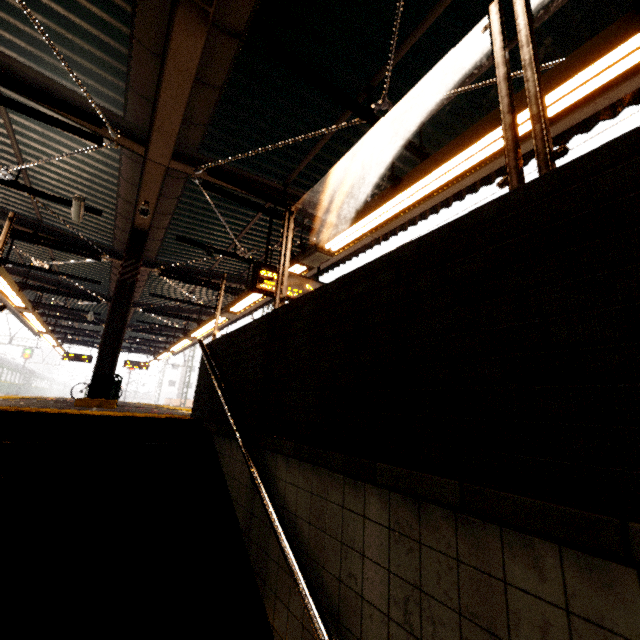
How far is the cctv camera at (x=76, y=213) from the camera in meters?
5.9 m

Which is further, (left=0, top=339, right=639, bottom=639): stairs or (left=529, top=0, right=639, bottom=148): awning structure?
(left=529, top=0, right=639, bottom=148): awning structure

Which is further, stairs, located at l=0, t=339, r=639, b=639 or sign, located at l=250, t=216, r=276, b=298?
sign, located at l=250, t=216, r=276, b=298

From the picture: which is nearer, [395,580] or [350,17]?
[395,580]

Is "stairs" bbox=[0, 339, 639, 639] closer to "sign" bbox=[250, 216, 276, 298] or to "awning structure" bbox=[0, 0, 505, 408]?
"awning structure" bbox=[0, 0, 505, 408]

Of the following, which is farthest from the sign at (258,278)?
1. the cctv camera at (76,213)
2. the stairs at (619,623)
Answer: the cctv camera at (76,213)

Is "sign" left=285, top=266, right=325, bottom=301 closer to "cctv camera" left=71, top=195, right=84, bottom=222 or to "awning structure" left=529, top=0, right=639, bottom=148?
"awning structure" left=529, top=0, right=639, bottom=148

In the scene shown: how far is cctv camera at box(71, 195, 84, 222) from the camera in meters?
5.9 m
